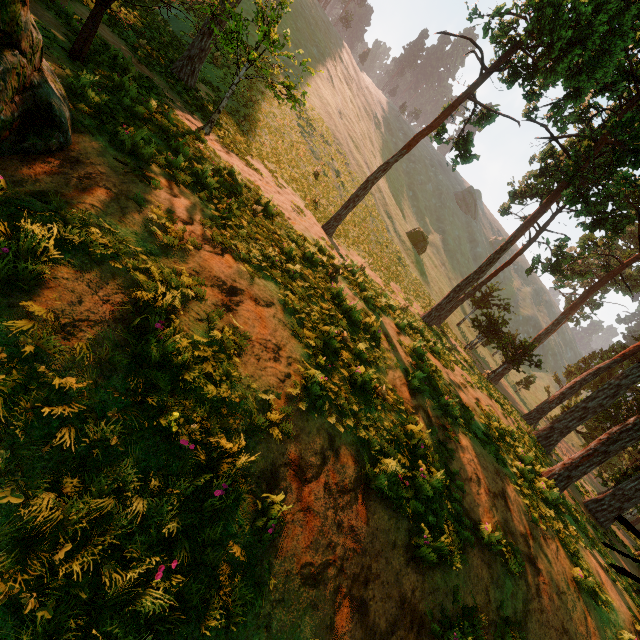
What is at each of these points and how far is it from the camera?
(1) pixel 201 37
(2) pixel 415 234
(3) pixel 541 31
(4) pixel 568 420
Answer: (1) treerock, 14.5m
(2) treerock, 46.3m
(3) treerock, 13.1m
(4) treerock, 19.0m

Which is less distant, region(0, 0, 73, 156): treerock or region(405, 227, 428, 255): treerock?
region(0, 0, 73, 156): treerock

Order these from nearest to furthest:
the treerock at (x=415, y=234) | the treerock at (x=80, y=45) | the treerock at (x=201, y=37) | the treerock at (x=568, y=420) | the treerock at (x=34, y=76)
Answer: the treerock at (x=34, y=76) < the treerock at (x=80, y=45) < the treerock at (x=201, y=37) < the treerock at (x=568, y=420) < the treerock at (x=415, y=234)

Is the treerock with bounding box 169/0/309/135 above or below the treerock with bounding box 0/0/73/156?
above

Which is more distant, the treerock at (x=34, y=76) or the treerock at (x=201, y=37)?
the treerock at (x=201, y=37)

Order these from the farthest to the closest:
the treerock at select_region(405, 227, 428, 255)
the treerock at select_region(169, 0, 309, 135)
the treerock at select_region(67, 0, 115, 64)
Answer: the treerock at select_region(405, 227, 428, 255) < the treerock at select_region(169, 0, 309, 135) < the treerock at select_region(67, 0, 115, 64)

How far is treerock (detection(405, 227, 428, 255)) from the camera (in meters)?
46.00
